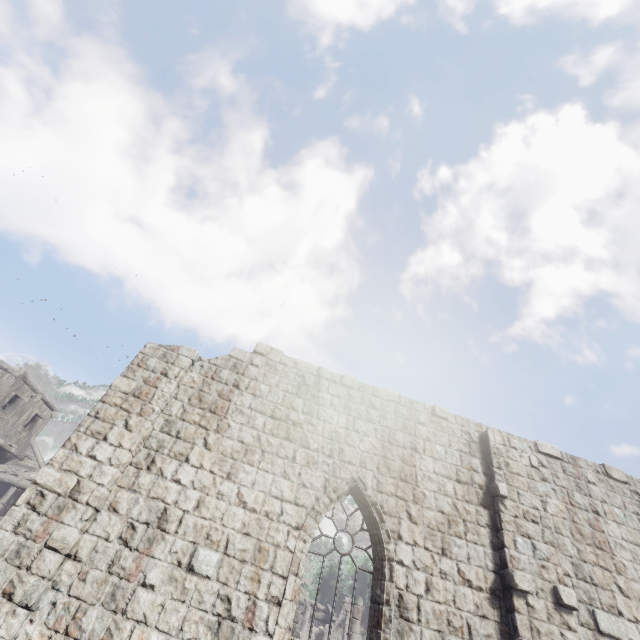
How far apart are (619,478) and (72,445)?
14.0m
